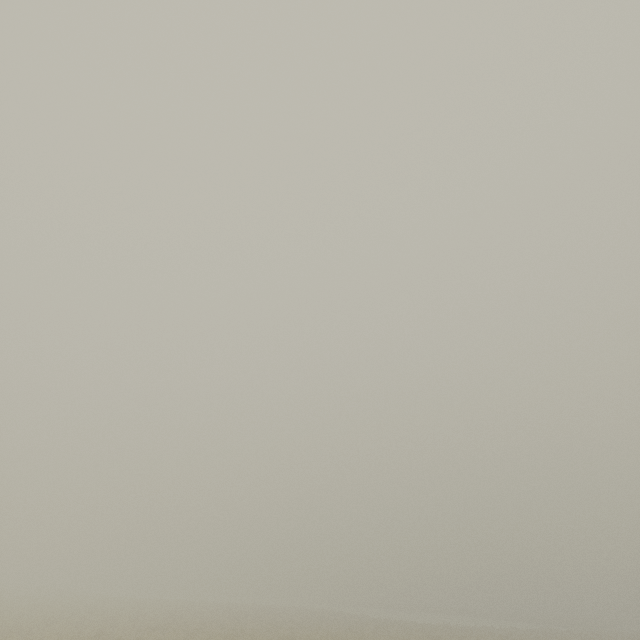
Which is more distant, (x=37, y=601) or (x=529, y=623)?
(x=529, y=623)
